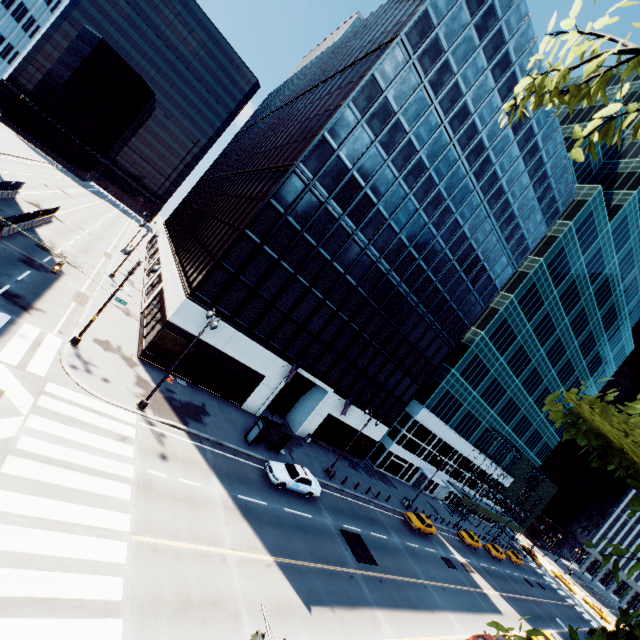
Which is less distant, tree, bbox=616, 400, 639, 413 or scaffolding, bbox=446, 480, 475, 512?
tree, bbox=616, 400, 639, 413

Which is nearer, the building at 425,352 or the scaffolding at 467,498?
the building at 425,352

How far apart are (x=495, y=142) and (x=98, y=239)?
53.7 meters

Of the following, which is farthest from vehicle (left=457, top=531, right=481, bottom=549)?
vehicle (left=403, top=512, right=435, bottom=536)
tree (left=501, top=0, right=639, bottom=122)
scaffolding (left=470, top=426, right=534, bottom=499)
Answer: tree (left=501, top=0, right=639, bottom=122)

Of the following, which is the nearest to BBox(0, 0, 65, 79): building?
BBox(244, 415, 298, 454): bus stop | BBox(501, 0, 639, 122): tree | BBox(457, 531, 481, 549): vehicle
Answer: BBox(501, 0, 639, 122): tree

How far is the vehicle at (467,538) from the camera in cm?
4375

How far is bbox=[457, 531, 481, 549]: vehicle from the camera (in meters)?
43.75

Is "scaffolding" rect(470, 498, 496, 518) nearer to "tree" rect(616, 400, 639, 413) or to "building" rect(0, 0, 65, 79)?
"tree" rect(616, 400, 639, 413)
